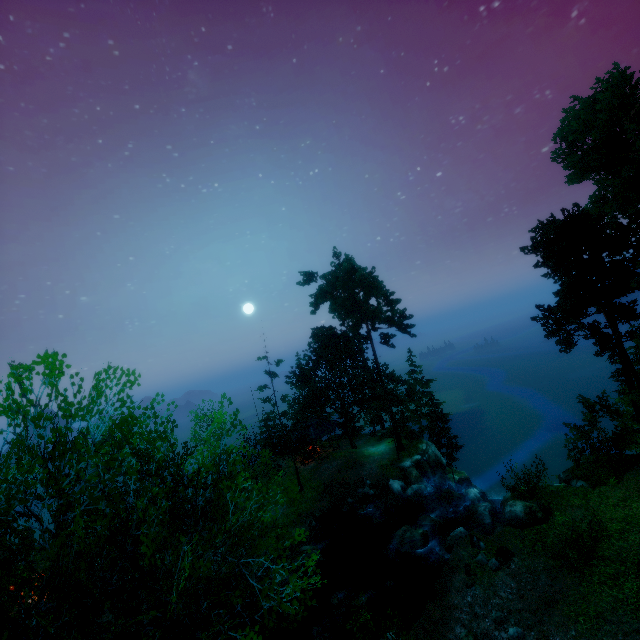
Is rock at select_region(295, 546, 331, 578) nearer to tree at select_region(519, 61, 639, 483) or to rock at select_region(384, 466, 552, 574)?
rock at select_region(384, 466, 552, 574)

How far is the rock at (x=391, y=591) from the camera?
19.4m

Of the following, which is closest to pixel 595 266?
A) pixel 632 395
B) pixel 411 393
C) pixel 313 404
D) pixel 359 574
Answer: pixel 632 395

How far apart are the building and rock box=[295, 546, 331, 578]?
13.59m

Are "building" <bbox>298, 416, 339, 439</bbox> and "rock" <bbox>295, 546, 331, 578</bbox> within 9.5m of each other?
no

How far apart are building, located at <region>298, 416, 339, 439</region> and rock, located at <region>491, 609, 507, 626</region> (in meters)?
25.54

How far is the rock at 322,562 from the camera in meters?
22.6 m

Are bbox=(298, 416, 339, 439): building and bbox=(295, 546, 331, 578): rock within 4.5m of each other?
no
